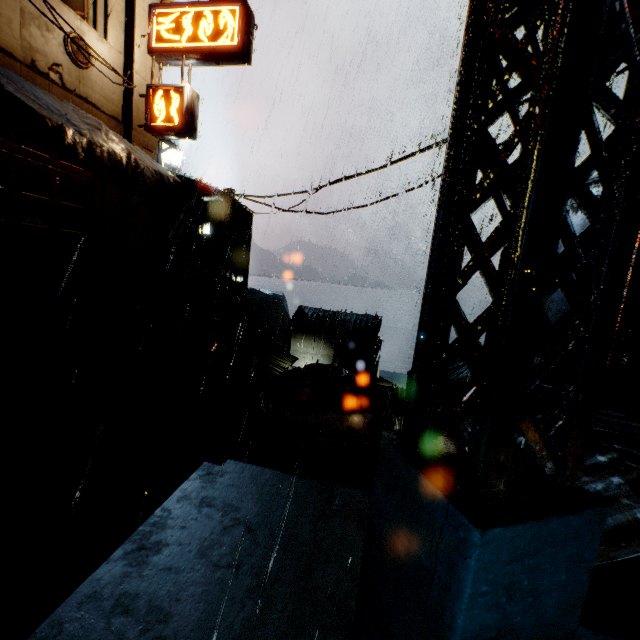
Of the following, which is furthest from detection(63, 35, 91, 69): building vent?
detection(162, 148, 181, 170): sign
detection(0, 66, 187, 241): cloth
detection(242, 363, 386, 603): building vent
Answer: detection(242, 363, 386, 603): building vent

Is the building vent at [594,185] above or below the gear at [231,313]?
above

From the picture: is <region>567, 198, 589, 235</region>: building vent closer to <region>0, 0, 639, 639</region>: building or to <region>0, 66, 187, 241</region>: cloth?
<region>0, 0, 639, 639</region>: building

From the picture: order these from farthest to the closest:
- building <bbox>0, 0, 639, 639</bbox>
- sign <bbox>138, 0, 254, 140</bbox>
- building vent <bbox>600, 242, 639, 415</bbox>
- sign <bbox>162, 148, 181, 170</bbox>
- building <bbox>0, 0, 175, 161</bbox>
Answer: sign <bbox>162, 148, 181, 170</bbox> → sign <bbox>138, 0, 254, 140</bbox> → building <bbox>0, 0, 175, 161</bbox> → building vent <bbox>600, 242, 639, 415</bbox> → building <bbox>0, 0, 639, 639</bbox>

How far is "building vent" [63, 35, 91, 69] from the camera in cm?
991

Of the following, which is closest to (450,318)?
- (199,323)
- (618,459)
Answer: (618,459)

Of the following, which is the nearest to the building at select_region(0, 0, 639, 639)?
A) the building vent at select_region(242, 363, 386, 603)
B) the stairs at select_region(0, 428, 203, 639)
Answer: the stairs at select_region(0, 428, 203, 639)

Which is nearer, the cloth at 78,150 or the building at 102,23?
the cloth at 78,150
